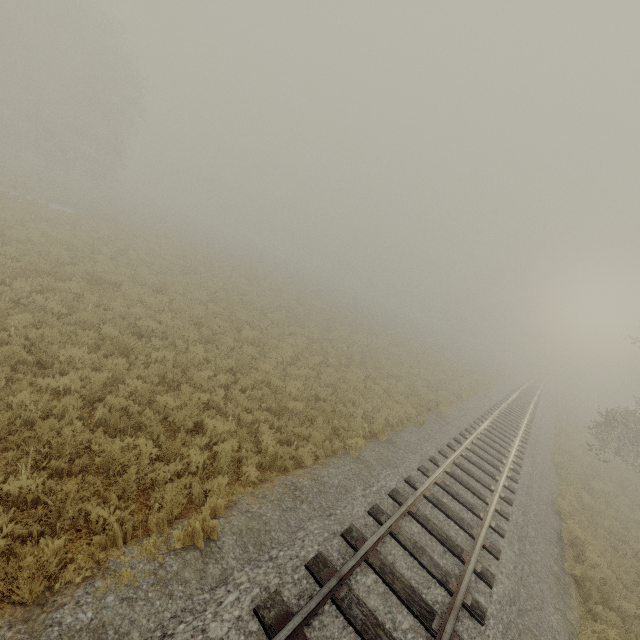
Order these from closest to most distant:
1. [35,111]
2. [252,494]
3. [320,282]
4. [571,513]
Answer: [252,494], [571,513], [35,111], [320,282]
